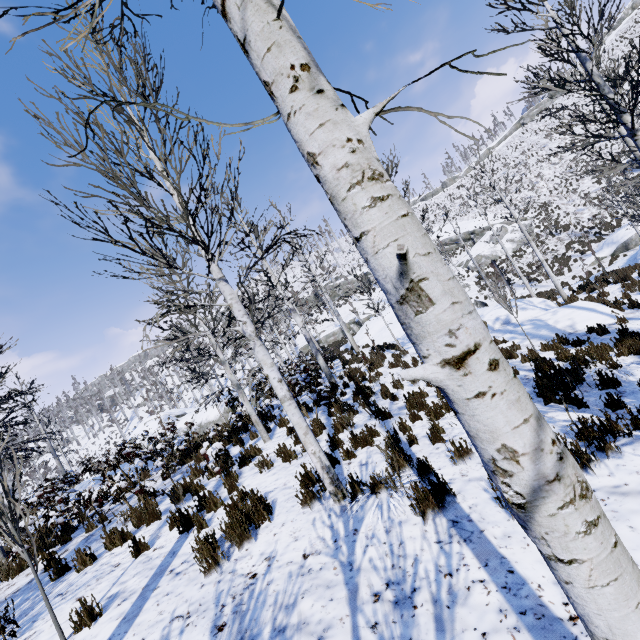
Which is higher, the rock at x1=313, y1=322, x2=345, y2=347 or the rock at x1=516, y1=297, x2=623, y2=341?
the rock at x1=313, y1=322, x2=345, y2=347

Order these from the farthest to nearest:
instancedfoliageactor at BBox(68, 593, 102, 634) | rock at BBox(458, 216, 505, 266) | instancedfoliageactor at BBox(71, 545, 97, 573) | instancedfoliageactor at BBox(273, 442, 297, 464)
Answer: rock at BBox(458, 216, 505, 266) < instancedfoliageactor at BBox(273, 442, 297, 464) < instancedfoliageactor at BBox(71, 545, 97, 573) < instancedfoliageactor at BBox(68, 593, 102, 634)

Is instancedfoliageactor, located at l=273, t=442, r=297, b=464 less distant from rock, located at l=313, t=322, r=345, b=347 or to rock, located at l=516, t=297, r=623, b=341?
rock, located at l=516, t=297, r=623, b=341

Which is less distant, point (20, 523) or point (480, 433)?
point (480, 433)

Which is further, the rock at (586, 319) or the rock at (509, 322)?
the rock at (509, 322)

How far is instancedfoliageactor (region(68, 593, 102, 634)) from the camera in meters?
3.7

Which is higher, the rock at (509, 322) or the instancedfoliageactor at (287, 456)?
the instancedfoliageactor at (287, 456)
